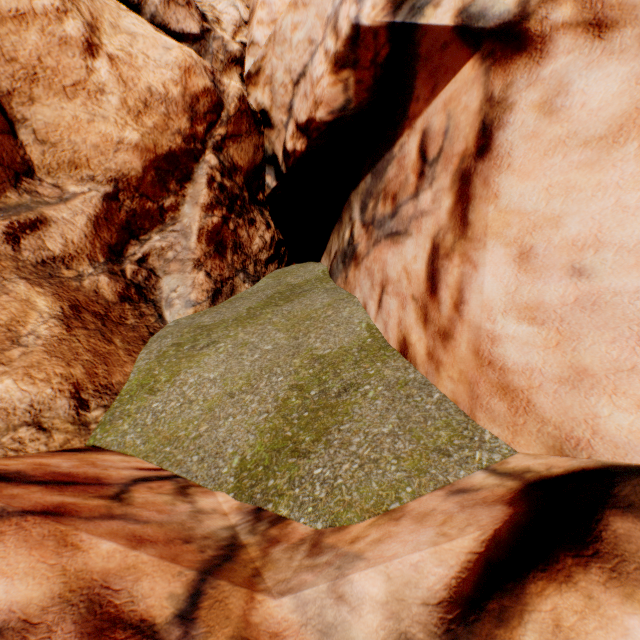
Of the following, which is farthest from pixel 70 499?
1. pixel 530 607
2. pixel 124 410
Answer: pixel 530 607
